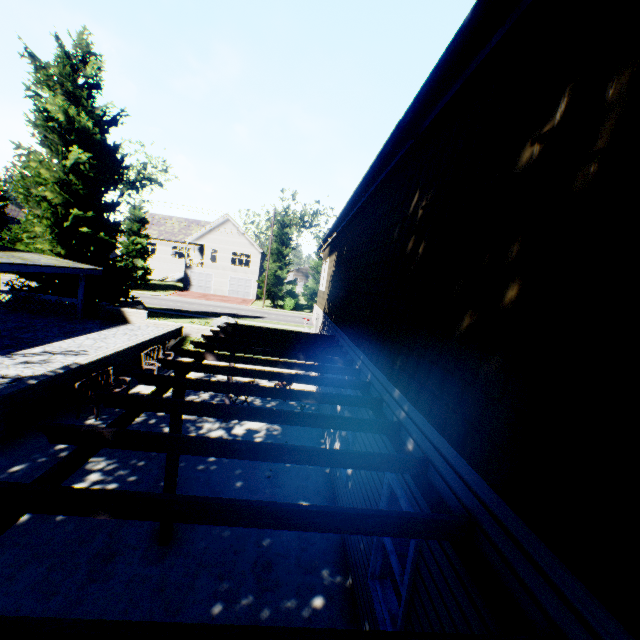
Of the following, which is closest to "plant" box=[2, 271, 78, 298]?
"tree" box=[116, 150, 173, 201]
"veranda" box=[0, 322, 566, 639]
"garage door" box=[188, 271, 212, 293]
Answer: "tree" box=[116, 150, 173, 201]

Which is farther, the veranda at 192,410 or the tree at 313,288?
the tree at 313,288

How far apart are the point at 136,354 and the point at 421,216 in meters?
13.4 m

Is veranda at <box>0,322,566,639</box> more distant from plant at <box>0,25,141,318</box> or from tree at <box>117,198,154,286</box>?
tree at <box>117,198,154,286</box>

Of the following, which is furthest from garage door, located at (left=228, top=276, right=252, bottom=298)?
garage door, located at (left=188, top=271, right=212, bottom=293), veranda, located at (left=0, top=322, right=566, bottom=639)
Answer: veranda, located at (left=0, top=322, right=566, bottom=639)

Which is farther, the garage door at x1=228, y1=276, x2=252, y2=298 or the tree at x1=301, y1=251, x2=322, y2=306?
the garage door at x1=228, y1=276, x2=252, y2=298

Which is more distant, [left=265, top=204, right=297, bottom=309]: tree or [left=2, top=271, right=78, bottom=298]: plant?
[left=265, top=204, right=297, bottom=309]: tree

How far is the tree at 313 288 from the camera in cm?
4048
